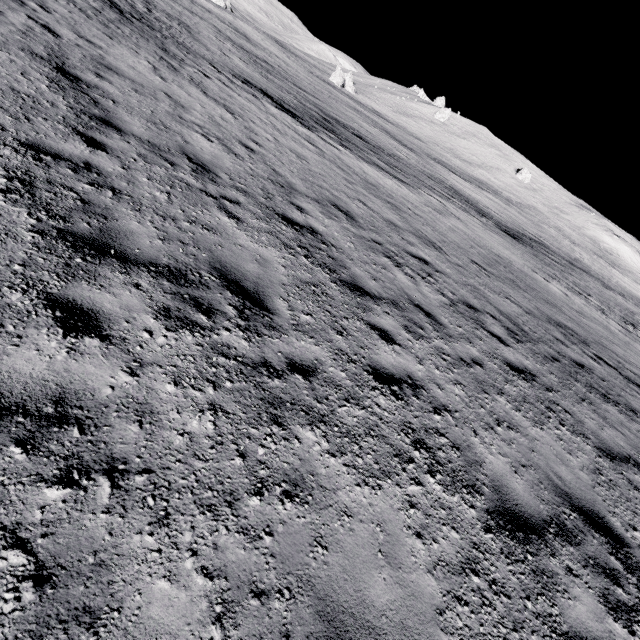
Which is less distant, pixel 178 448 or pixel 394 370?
pixel 178 448
